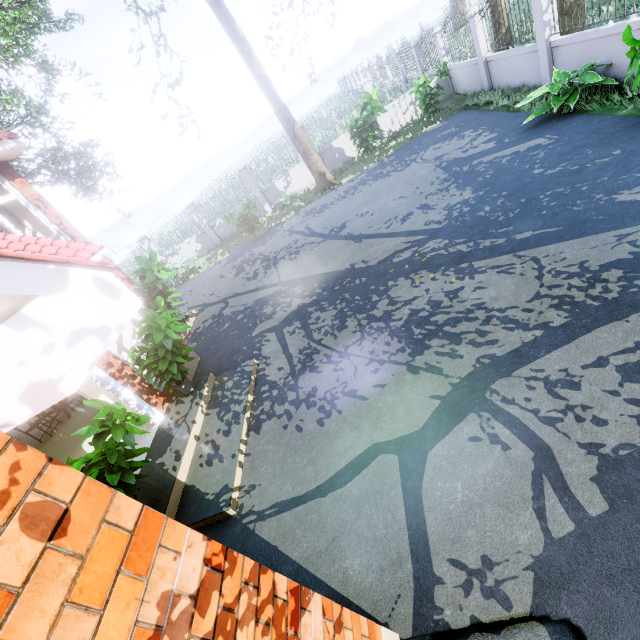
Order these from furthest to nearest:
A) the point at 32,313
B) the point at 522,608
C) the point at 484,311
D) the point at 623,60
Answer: the point at 623,60
the point at 484,311
the point at 522,608
the point at 32,313

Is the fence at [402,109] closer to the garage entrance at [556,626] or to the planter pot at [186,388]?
the garage entrance at [556,626]

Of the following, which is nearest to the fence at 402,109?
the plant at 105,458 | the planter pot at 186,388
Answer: the plant at 105,458

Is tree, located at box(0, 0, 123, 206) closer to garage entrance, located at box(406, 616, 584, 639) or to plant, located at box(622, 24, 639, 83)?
plant, located at box(622, 24, 639, 83)

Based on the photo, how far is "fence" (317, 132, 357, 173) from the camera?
14.9m

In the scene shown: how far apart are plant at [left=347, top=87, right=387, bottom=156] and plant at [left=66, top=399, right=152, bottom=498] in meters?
12.0

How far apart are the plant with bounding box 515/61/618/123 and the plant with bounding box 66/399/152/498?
9.96m
